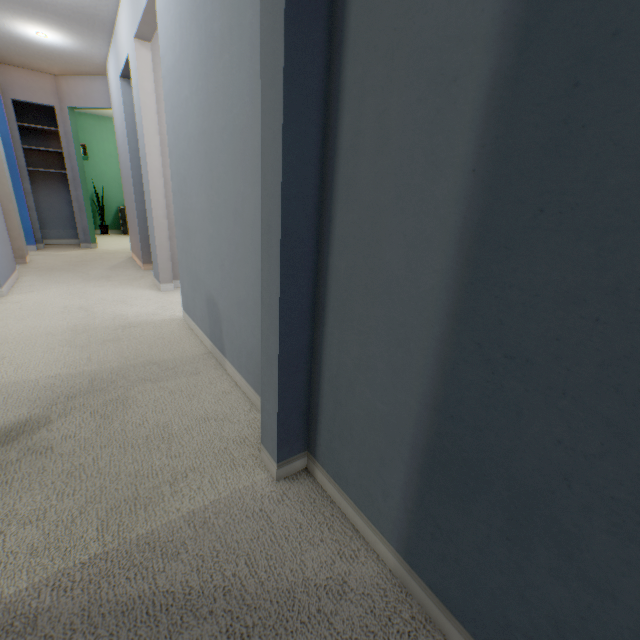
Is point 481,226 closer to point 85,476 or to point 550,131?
point 550,131
